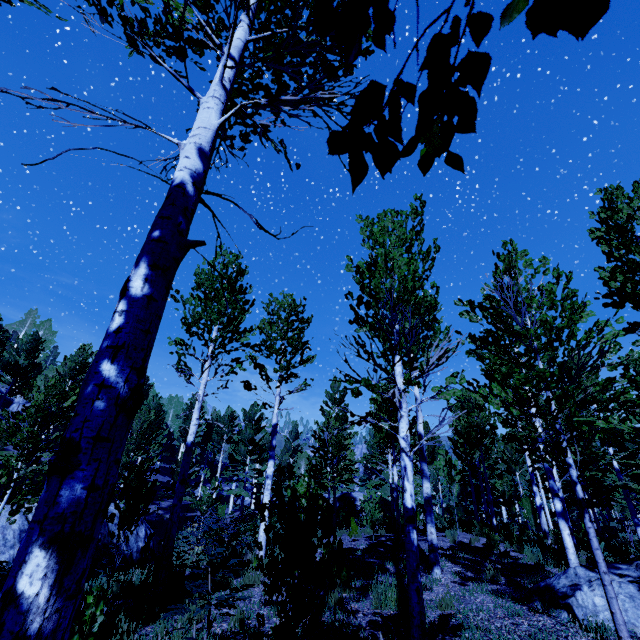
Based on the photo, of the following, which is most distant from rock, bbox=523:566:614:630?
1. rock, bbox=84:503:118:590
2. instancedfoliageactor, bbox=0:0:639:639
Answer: rock, bbox=84:503:118:590

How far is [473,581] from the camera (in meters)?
7.36

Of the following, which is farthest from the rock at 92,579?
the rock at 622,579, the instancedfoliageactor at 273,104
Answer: the rock at 622,579

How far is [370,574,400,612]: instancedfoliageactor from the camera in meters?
6.0 m

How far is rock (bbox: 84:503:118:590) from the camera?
9.6m

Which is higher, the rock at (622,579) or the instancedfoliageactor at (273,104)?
the instancedfoliageactor at (273,104)

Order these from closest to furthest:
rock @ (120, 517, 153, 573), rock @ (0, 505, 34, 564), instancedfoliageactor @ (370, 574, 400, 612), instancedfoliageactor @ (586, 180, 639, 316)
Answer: instancedfoliageactor @ (370, 574, 400, 612)
instancedfoliageactor @ (586, 180, 639, 316)
rock @ (0, 505, 34, 564)
rock @ (120, 517, 153, 573)

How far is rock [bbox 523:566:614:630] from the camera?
5.32m
